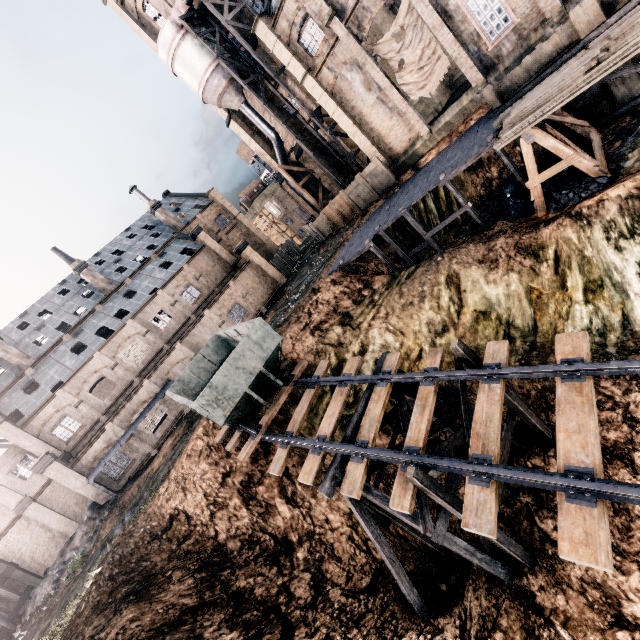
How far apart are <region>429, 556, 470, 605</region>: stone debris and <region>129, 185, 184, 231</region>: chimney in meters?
45.7 m

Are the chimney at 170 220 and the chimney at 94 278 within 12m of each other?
yes

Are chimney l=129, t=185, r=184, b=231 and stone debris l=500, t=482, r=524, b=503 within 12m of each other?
no

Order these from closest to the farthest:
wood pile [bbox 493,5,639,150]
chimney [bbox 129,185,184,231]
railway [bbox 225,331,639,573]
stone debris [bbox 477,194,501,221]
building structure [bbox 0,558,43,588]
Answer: railway [bbox 225,331,639,573]
wood pile [bbox 493,5,639,150]
stone debris [bbox 477,194,501,221]
building structure [bbox 0,558,43,588]
chimney [bbox 129,185,184,231]

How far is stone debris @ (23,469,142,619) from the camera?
22.3m

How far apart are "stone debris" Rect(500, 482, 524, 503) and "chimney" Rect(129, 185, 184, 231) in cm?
4482

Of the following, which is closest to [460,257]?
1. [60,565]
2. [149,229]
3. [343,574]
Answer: [343,574]

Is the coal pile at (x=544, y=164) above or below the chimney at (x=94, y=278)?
below
